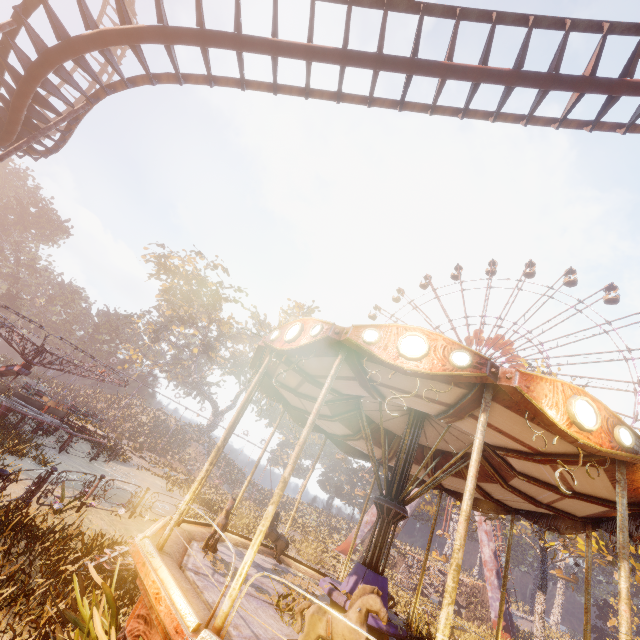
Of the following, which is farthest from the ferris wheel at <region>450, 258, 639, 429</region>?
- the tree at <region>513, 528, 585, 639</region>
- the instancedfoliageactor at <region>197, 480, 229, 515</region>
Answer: the instancedfoliageactor at <region>197, 480, 229, 515</region>

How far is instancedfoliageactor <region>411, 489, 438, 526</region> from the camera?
44.9m

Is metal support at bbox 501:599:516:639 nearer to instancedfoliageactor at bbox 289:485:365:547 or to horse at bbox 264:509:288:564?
instancedfoliageactor at bbox 289:485:365:547

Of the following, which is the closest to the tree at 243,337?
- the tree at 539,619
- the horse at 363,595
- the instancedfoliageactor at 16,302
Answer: the instancedfoliageactor at 16,302

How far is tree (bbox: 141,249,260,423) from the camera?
45.03m

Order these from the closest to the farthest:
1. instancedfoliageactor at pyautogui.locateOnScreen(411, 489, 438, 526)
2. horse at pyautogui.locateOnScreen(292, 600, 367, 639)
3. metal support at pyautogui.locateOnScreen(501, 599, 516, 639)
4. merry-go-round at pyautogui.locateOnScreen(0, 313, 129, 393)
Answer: horse at pyautogui.locateOnScreen(292, 600, 367, 639)
merry-go-round at pyautogui.locateOnScreen(0, 313, 129, 393)
metal support at pyautogui.locateOnScreen(501, 599, 516, 639)
instancedfoliageactor at pyautogui.locateOnScreen(411, 489, 438, 526)

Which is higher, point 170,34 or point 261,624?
point 170,34

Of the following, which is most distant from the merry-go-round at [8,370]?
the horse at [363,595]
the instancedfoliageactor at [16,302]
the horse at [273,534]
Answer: the instancedfoliageactor at [16,302]
